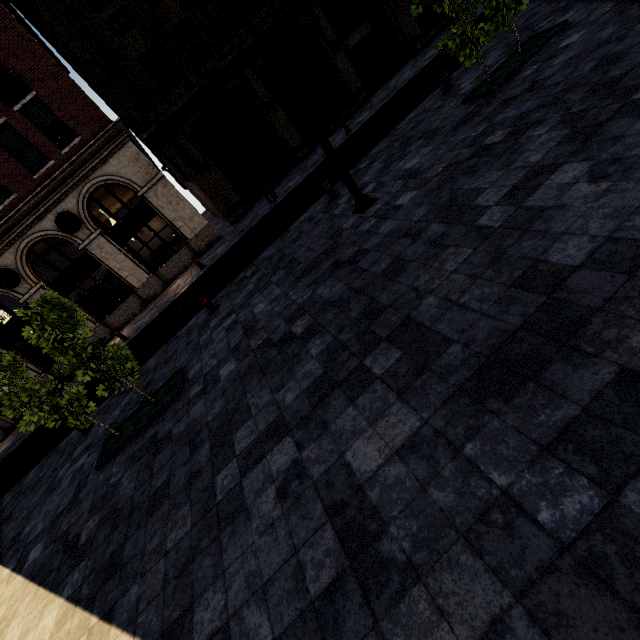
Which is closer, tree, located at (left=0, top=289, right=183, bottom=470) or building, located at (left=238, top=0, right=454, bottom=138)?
tree, located at (left=0, top=289, right=183, bottom=470)

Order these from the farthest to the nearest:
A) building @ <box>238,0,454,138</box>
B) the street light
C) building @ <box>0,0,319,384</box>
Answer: building @ <box>238,0,454,138</box> < building @ <box>0,0,319,384</box> < the street light

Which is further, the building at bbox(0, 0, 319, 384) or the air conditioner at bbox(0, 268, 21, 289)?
the air conditioner at bbox(0, 268, 21, 289)

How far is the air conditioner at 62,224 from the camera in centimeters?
1552cm

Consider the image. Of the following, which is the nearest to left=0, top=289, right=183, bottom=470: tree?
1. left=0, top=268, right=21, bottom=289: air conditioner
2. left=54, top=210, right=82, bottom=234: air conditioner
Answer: left=54, top=210, right=82, bottom=234: air conditioner

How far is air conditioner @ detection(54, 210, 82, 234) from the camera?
15.5 meters

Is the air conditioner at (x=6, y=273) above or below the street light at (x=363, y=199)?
above

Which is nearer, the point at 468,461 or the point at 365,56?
the point at 468,461
